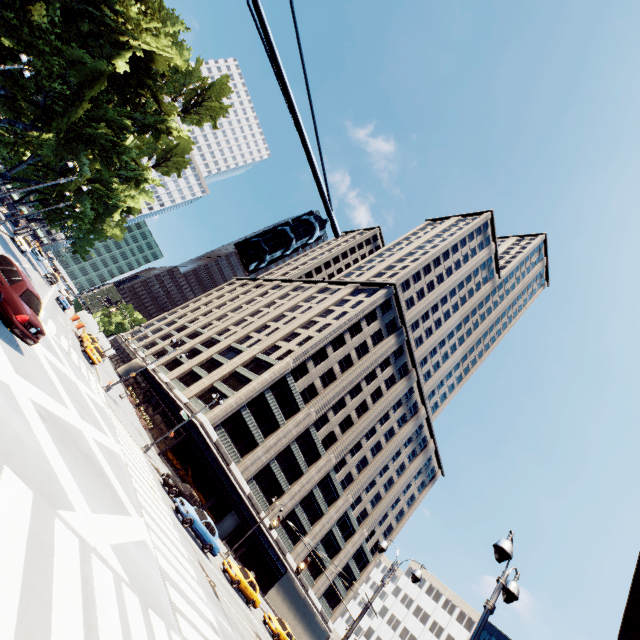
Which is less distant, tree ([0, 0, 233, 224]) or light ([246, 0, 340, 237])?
light ([246, 0, 340, 237])

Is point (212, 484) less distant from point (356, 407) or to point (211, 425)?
point (211, 425)

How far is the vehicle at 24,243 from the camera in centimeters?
3769cm

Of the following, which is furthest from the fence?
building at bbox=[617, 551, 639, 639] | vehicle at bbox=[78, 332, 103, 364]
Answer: building at bbox=[617, 551, 639, 639]

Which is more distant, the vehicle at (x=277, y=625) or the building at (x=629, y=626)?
the vehicle at (x=277, y=625)

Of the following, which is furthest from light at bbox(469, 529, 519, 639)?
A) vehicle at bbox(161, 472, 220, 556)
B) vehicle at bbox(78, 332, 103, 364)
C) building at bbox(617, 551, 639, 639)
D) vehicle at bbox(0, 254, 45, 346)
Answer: vehicle at bbox(78, 332, 103, 364)

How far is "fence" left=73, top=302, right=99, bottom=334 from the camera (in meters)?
47.44

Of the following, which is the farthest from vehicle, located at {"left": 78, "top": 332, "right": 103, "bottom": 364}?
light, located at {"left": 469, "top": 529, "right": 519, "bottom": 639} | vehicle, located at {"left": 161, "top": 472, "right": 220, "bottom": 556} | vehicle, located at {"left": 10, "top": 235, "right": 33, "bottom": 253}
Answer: light, located at {"left": 469, "top": 529, "right": 519, "bottom": 639}
